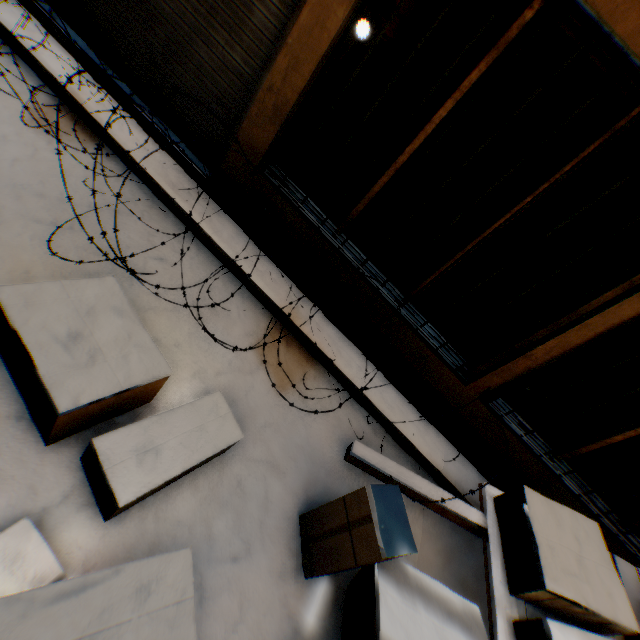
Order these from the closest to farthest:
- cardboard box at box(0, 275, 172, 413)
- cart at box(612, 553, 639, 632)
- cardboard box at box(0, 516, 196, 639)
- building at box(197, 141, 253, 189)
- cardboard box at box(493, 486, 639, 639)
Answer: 1. cardboard box at box(0, 516, 196, 639)
2. cardboard box at box(0, 275, 172, 413)
3. cardboard box at box(493, 486, 639, 639)
4. cart at box(612, 553, 639, 632)
5. building at box(197, 141, 253, 189)

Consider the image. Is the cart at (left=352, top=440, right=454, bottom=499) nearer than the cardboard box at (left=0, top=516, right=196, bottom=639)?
No

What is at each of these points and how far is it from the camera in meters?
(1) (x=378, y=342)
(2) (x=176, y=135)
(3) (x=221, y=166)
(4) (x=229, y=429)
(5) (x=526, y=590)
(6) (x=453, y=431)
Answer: (1) building, 3.6
(2) building, 3.7
(3) building, 3.5
(4) cardboard box, 2.0
(5) cardboard box, 2.2
(6) building, 3.7

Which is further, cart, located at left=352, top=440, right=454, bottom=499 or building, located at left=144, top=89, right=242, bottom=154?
building, located at left=144, top=89, right=242, bottom=154

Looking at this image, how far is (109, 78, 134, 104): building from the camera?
3.5m

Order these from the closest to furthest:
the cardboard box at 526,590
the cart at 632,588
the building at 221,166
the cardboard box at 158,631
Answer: the cardboard box at 158,631
the cardboard box at 526,590
the cart at 632,588
the building at 221,166

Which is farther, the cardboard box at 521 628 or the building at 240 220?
the building at 240 220
